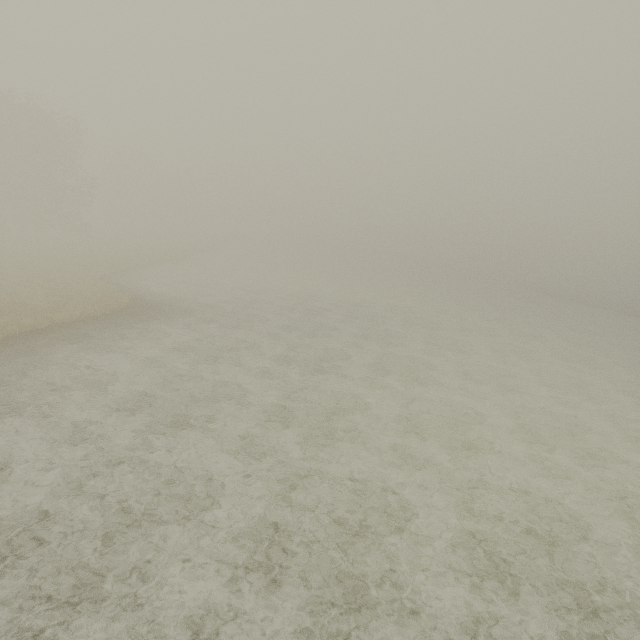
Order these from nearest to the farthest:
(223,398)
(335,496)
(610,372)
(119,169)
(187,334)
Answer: (335,496)
(223,398)
(187,334)
(610,372)
(119,169)
